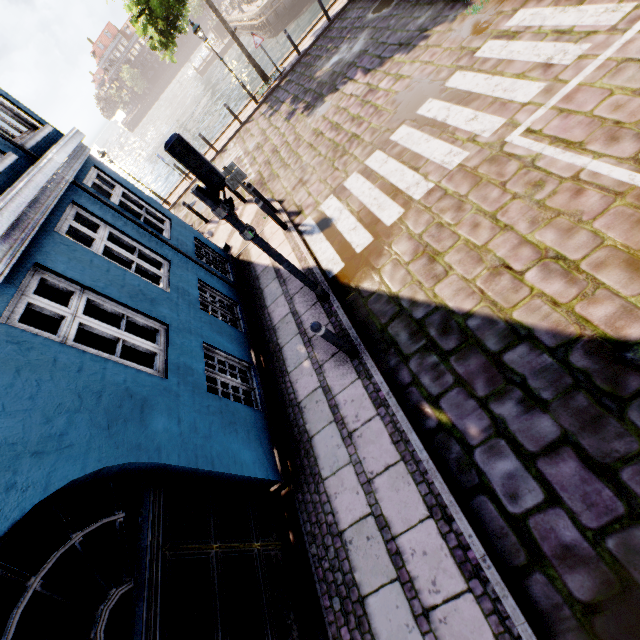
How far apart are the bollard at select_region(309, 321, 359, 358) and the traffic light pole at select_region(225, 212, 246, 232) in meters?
1.7 m

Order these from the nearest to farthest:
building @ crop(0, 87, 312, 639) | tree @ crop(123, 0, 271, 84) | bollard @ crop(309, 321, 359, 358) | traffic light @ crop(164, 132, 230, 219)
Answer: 1. building @ crop(0, 87, 312, 639)
2. traffic light @ crop(164, 132, 230, 219)
3. bollard @ crop(309, 321, 359, 358)
4. tree @ crop(123, 0, 271, 84)

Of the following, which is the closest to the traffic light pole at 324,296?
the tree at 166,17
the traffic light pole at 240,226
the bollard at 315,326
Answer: the traffic light pole at 240,226

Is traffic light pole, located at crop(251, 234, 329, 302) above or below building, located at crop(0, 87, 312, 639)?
below

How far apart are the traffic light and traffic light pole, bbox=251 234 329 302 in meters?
0.5 m

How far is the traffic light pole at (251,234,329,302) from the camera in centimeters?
498cm

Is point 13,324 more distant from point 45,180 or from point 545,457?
point 545,457

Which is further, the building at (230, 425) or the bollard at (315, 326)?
the bollard at (315, 326)
